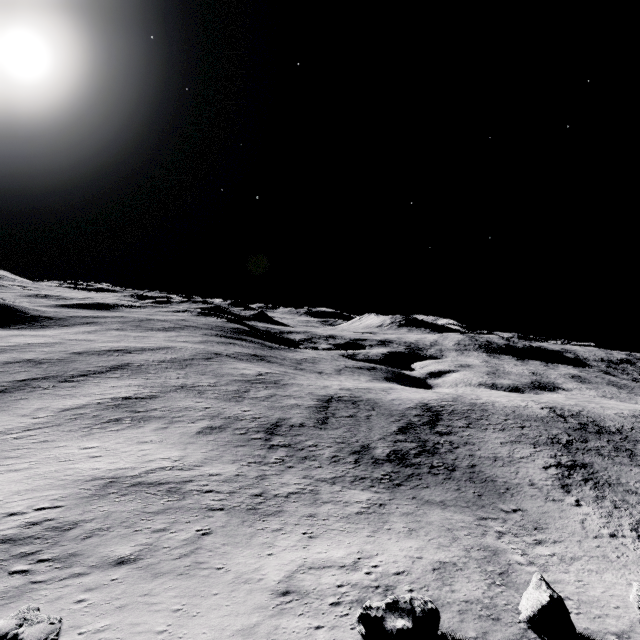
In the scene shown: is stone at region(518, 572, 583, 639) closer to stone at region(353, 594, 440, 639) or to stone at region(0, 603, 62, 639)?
stone at region(353, 594, 440, 639)

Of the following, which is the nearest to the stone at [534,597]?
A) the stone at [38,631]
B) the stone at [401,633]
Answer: the stone at [401,633]

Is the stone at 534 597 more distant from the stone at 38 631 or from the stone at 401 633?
the stone at 38 631

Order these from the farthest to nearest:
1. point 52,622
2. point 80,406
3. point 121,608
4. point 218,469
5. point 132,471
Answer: point 80,406, point 218,469, point 132,471, point 121,608, point 52,622

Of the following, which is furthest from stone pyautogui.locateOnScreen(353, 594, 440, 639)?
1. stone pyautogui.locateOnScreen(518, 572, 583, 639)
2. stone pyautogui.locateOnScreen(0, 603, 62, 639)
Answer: stone pyautogui.locateOnScreen(0, 603, 62, 639)

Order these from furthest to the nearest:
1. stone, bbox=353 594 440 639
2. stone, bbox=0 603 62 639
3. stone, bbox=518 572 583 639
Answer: stone, bbox=518 572 583 639, stone, bbox=353 594 440 639, stone, bbox=0 603 62 639

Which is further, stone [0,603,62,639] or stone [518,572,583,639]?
stone [518,572,583,639]
